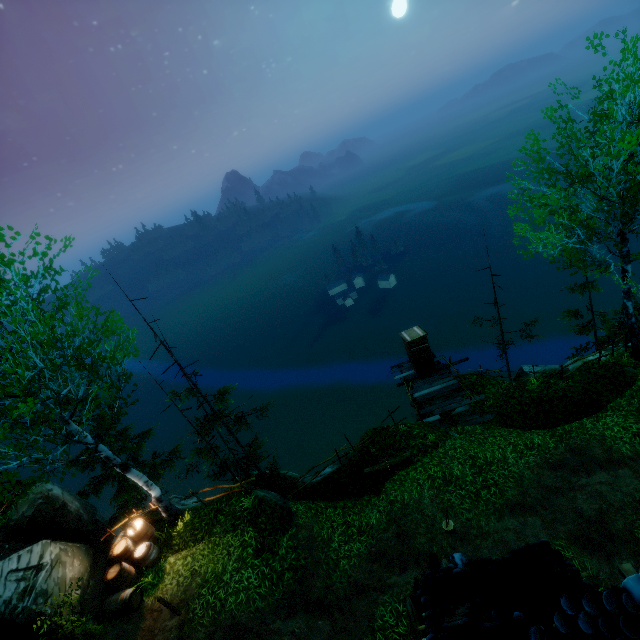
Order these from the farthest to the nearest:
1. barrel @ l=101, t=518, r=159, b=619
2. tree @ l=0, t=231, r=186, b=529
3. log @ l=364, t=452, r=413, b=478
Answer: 1. log @ l=364, t=452, r=413, b=478
2. barrel @ l=101, t=518, r=159, b=619
3. tree @ l=0, t=231, r=186, b=529

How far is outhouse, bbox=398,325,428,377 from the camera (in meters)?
17.31

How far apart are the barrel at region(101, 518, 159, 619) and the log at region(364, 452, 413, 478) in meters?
8.4

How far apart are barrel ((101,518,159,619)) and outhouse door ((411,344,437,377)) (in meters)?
14.12

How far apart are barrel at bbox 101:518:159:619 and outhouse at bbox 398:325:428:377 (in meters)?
13.96

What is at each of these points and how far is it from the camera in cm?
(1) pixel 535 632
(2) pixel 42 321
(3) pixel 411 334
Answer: (1) building, 366
(2) tree, 899
(3) outhouse, 1778

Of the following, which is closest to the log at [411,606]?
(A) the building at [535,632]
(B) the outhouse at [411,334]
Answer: (A) the building at [535,632]

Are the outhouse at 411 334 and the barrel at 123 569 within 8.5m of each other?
no
